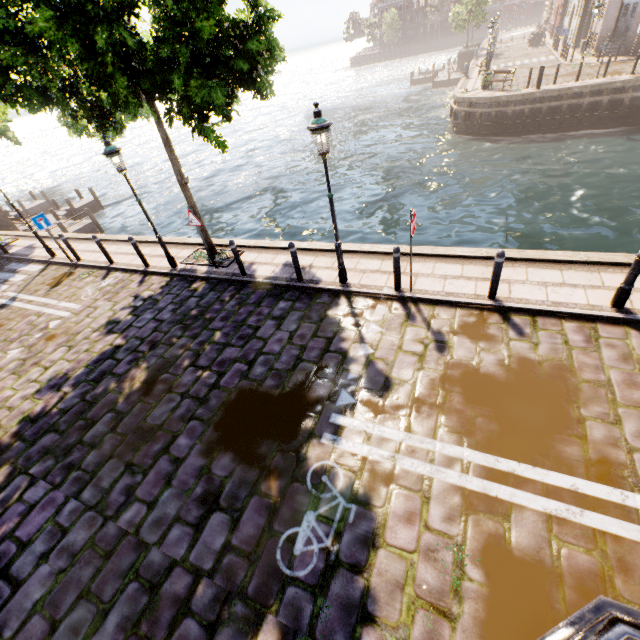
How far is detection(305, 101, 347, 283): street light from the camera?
5.8m

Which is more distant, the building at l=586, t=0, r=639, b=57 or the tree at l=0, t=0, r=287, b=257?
the building at l=586, t=0, r=639, b=57

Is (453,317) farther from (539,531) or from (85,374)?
(85,374)

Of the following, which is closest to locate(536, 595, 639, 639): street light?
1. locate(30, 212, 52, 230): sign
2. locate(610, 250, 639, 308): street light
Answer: locate(610, 250, 639, 308): street light

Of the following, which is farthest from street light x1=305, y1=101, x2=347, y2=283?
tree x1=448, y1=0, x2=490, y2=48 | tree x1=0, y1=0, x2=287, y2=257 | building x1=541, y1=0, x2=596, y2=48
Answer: tree x1=448, y1=0, x2=490, y2=48

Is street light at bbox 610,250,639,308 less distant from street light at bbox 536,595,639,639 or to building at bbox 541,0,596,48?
street light at bbox 536,595,639,639

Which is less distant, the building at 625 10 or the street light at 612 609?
the street light at 612 609

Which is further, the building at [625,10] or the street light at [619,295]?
the building at [625,10]
